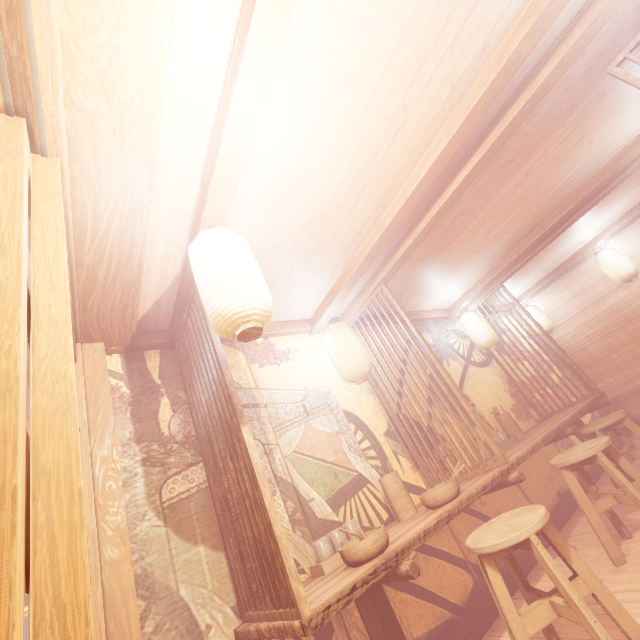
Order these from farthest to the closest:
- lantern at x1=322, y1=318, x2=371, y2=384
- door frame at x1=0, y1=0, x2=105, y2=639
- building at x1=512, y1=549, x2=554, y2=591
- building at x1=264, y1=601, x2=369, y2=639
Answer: lantern at x1=322, y1=318, x2=371, y2=384, building at x1=512, y1=549, x2=554, y2=591, building at x1=264, y1=601, x2=369, y2=639, door frame at x1=0, y1=0, x2=105, y2=639

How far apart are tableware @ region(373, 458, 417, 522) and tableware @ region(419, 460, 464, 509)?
0.3 meters

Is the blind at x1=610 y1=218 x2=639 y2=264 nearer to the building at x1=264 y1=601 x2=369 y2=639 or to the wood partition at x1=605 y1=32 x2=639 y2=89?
the building at x1=264 y1=601 x2=369 y2=639

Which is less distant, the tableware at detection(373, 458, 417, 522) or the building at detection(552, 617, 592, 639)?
the building at detection(552, 617, 592, 639)

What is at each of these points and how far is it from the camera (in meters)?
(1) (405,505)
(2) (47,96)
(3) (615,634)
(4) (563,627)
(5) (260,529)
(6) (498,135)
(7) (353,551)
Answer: (1) tableware, 4.40
(2) door frame, 2.11
(3) building, 3.24
(4) building, 3.69
(5) wood partition, 2.91
(6) wood bar, 4.22
(7) tableware, 3.09

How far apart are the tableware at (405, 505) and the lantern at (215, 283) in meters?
3.0

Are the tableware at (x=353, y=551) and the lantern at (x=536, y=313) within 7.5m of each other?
no

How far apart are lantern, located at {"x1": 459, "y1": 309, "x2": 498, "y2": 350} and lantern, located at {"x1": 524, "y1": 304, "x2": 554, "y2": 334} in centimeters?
365cm
